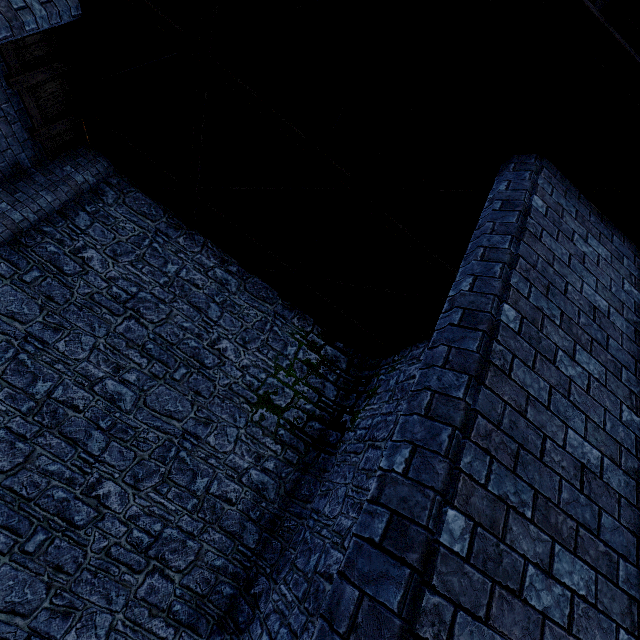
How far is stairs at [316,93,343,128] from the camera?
4.2 meters

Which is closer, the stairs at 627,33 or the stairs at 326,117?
the stairs at 627,33

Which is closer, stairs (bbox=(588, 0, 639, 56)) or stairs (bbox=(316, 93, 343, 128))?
stairs (bbox=(588, 0, 639, 56))

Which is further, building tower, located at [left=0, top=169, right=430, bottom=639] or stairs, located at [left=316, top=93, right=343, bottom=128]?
building tower, located at [left=0, top=169, right=430, bottom=639]

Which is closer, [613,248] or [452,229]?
[613,248]

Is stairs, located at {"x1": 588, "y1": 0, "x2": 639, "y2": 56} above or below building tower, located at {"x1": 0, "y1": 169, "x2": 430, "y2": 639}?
above

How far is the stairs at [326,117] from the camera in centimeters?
417cm
